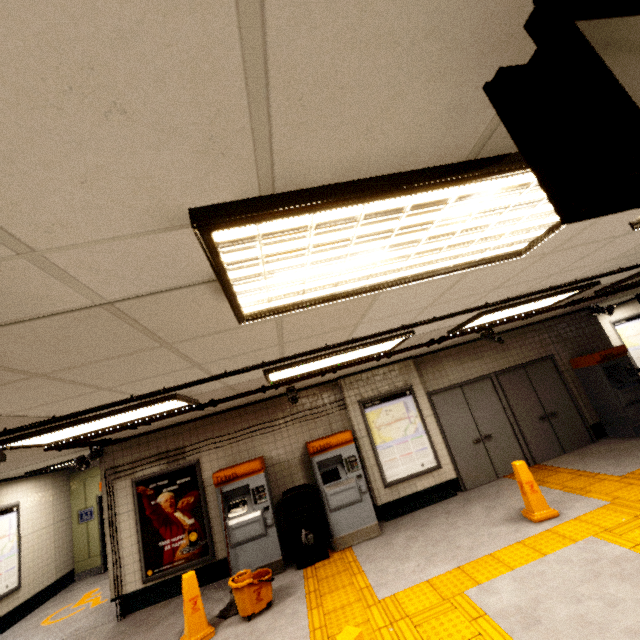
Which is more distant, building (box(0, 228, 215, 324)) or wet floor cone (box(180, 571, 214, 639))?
wet floor cone (box(180, 571, 214, 639))

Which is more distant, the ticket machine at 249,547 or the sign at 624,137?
the ticket machine at 249,547

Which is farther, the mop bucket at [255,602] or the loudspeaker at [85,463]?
the loudspeaker at [85,463]

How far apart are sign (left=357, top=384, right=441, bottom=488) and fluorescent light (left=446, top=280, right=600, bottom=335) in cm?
223

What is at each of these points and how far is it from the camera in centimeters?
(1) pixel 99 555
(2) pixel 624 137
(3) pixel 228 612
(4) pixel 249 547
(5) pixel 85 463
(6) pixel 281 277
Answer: (1) elevator, 894cm
(2) sign, 52cm
(3) mop, 465cm
(4) ticket machine, 559cm
(5) loudspeaker, 606cm
(6) fluorescent light, 154cm

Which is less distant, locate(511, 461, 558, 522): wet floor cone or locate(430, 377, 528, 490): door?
locate(511, 461, 558, 522): wet floor cone

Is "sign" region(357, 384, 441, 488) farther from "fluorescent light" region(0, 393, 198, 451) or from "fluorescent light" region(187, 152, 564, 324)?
"fluorescent light" region(187, 152, 564, 324)

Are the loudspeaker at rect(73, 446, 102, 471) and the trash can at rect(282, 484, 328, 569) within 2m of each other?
no
